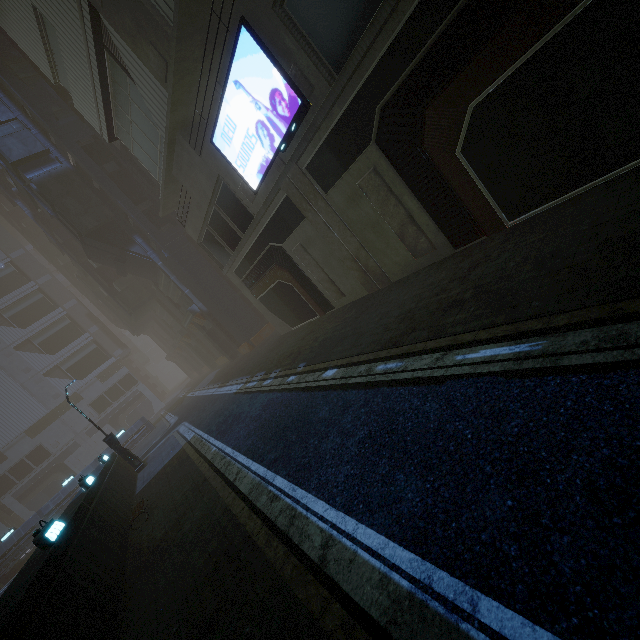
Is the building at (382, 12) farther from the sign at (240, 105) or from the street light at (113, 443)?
the street light at (113, 443)

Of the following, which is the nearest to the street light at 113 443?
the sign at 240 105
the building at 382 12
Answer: the building at 382 12

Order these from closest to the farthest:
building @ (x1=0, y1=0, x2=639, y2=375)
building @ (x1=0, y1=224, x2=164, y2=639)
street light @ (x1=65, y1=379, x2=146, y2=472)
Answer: building @ (x1=0, y1=224, x2=164, y2=639)
building @ (x1=0, y1=0, x2=639, y2=375)
street light @ (x1=65, y1=379, x2=146, y2=472)

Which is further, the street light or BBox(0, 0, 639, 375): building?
the street light

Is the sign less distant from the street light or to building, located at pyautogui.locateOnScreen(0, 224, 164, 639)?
building, located at pyautogui.locateOnScreen(0, 224, 164, 639)

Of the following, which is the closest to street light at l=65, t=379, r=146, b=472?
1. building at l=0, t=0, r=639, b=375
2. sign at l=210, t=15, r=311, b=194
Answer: building at l=0, t=0, r=639, b=375

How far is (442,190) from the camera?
9.6m
